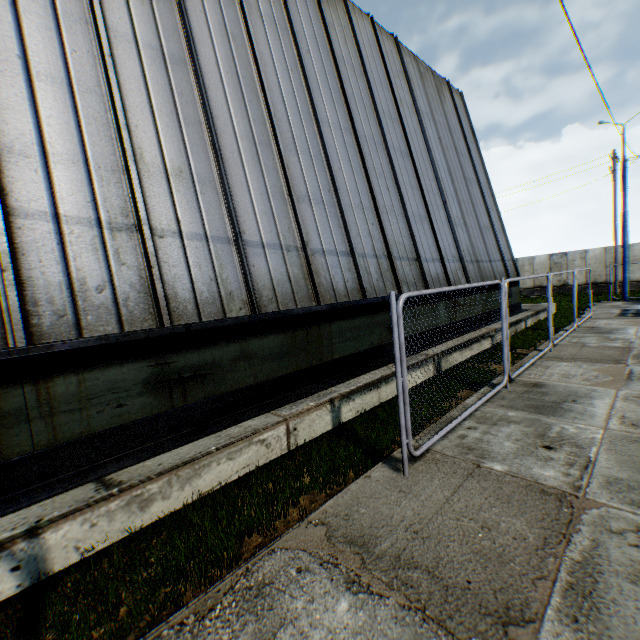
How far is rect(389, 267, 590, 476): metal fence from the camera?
3.7m

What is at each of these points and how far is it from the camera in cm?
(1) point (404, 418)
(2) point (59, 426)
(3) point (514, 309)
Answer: (1) metal fence, 388
(2) building, 356
(3) building, 1455

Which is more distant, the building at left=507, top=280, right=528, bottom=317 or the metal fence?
the building at left=507, top=280, right=528, bottom=317

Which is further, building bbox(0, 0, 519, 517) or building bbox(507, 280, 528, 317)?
building bbox(507, 280, 528, 317)

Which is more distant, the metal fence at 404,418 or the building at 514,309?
the building at 514,309

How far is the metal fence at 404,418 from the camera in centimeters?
373cm

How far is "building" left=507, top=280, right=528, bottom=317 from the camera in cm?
1400
